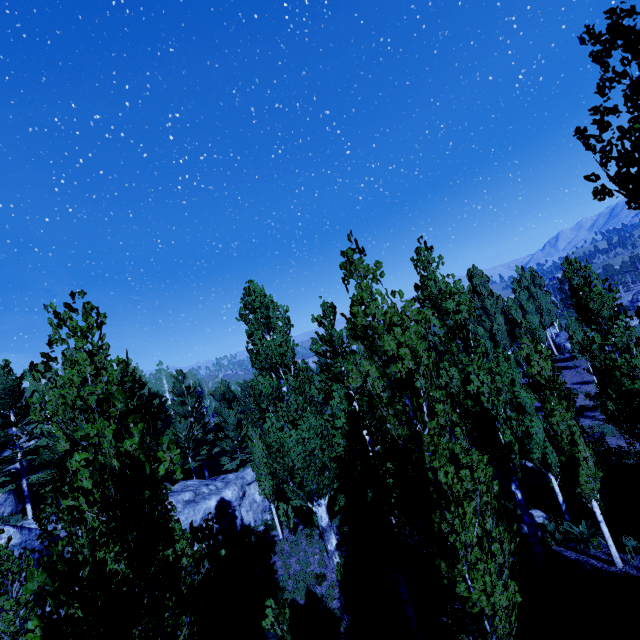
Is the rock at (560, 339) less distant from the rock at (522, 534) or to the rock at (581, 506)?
the rock at (581, 506)

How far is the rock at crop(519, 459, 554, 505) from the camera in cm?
1725

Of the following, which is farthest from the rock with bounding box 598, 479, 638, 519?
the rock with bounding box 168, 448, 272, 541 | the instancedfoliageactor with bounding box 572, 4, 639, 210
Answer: the rock with bounding box 168, 448, 272, 541

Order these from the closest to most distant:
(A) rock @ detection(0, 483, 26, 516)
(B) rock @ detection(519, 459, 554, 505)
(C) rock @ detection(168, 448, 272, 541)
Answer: (B) rock @ detection(519, 459, 554, 505) < (C) rock @ detection(168, 448, 272, 541) < (A) rock @ detection(0, 483, 26, 516)

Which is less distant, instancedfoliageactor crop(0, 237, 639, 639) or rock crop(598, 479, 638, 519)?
instancedfoliageactor crop(0, 237, 639, 639)

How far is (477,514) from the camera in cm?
598

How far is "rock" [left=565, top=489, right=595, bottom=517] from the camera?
14.3m

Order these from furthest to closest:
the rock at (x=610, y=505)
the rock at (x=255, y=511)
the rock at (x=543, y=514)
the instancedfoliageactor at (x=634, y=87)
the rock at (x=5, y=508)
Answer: the rock at (x=5, y=508), the rock at (x=255, y=511), the rock at (x=543, y=514), the rock at (x=610, y=505), the instancedfoliageactor at (x=634, y=87)
